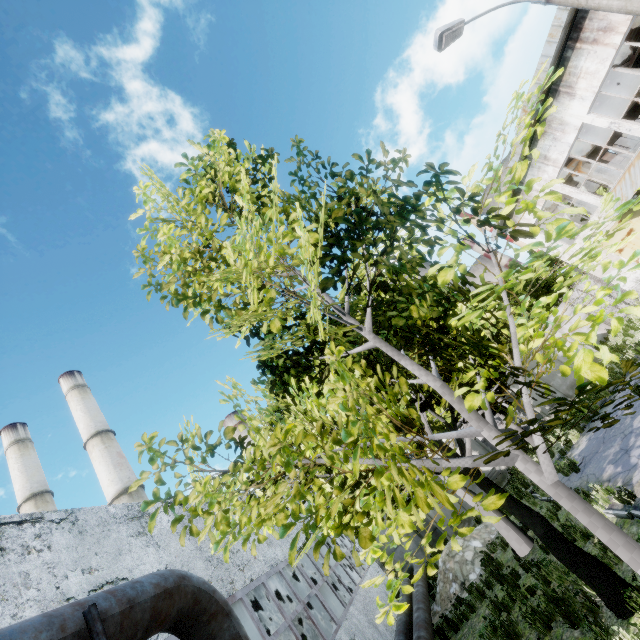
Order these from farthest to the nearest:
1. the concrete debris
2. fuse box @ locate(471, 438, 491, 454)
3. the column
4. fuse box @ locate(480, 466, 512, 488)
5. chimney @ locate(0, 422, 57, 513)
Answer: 1. chimney @ locate(0, 422, 57, 513)
2. the column
3. fuse box @ locate(471, 438, 491, 454)
4. fuse box @ locate(480, 466, 512, 488)
5. the concrete debris

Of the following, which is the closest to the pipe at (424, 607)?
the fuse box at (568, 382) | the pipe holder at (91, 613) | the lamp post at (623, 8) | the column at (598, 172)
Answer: the pipe holder at (91, 613)

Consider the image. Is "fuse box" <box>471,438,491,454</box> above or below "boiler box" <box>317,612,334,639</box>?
below

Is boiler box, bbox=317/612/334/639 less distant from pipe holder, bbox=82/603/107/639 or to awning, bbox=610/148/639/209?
pipe holder, bbox=82/603/107/639

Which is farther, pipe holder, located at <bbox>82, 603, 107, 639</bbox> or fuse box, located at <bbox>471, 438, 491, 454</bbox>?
fuse box, located at <bbox>471, 438, 491, 454</bbox>

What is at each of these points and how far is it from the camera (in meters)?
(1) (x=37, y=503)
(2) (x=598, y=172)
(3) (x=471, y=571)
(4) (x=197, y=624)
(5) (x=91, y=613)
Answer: (1) chimney, 26.70
(2) column, 20.39
(3) concrete debris, 12.76
(4) pipe, 3.86
(5) pipe holder, 2.74

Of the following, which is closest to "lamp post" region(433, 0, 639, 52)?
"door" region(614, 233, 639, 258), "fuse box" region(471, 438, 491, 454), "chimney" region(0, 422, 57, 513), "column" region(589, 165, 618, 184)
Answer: "door" region(614, 233, 639, 258)

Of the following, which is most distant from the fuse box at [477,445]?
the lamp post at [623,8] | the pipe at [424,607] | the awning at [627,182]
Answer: the lamp post at [623,8]
